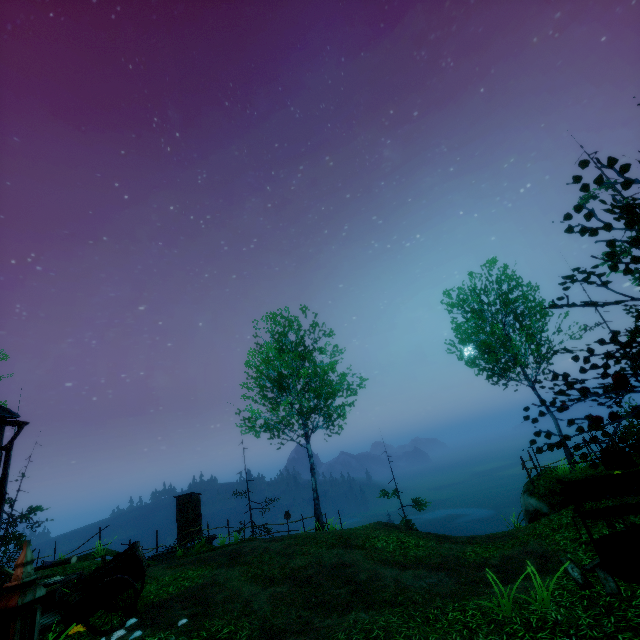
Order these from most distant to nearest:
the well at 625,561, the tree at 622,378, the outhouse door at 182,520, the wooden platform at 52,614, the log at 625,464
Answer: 1. the outhouse door at 182,520
2. the log at 625,464
3. the wooden platform at 52,614
4. the well at 625,561
5. the tree at 622,378

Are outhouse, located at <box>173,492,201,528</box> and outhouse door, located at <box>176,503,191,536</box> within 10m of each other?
yes

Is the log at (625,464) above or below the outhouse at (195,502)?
below

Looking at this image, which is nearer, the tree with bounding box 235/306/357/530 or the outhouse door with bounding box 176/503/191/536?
A: the tree with bounding box 235/306/357/530

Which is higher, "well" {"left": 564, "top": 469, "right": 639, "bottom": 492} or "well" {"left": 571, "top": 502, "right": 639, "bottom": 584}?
"well" {"left": 564, "top": 469, "right": 639, "bottom": 492}

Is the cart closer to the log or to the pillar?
the pillar

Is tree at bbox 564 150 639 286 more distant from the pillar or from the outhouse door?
the outhouse door

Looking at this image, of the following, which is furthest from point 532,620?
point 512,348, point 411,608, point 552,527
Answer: point 512,348
